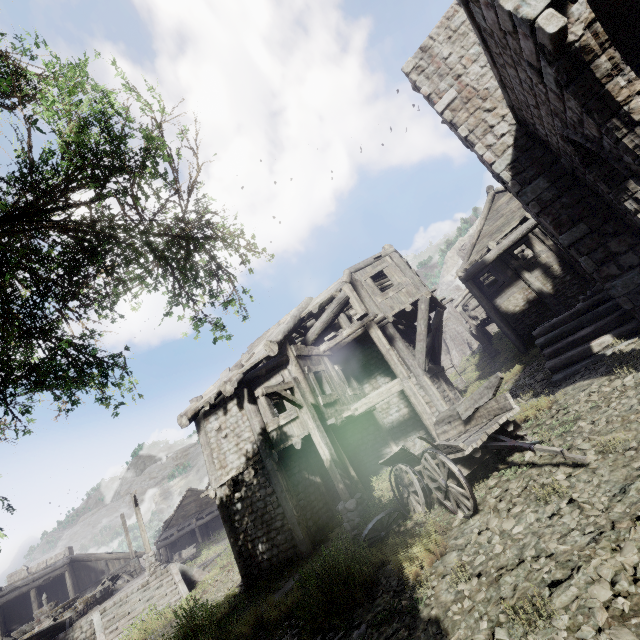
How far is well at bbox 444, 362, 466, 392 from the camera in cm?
2386

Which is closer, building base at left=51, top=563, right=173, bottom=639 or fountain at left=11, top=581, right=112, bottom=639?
building base at left=51, top=563, right=173, bottom=639

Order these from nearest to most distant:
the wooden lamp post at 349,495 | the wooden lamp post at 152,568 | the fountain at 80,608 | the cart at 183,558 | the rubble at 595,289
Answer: the wooden lamp post at 349,495, the rubble at 595,289, the fountain at 80,608, the wooden lamp post at 152,568, the cart at 183,558

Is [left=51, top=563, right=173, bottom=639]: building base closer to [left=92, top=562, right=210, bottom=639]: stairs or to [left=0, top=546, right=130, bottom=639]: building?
[left=92, top=562, right=210, bottom=639]: stairs

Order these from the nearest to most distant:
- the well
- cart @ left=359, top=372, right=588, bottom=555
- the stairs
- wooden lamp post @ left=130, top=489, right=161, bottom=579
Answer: cart @ left=359, top=372, right=588, bottom=555, the stairs, wooden lamp post @ left=130, top=489, right=161, bottom=579, the well

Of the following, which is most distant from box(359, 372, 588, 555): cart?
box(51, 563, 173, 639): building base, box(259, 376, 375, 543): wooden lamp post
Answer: box(51, 563, 173, 639): building base

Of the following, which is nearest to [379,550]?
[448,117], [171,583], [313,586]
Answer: [313,586]

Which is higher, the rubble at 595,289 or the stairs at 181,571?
the rubble at 595,289
